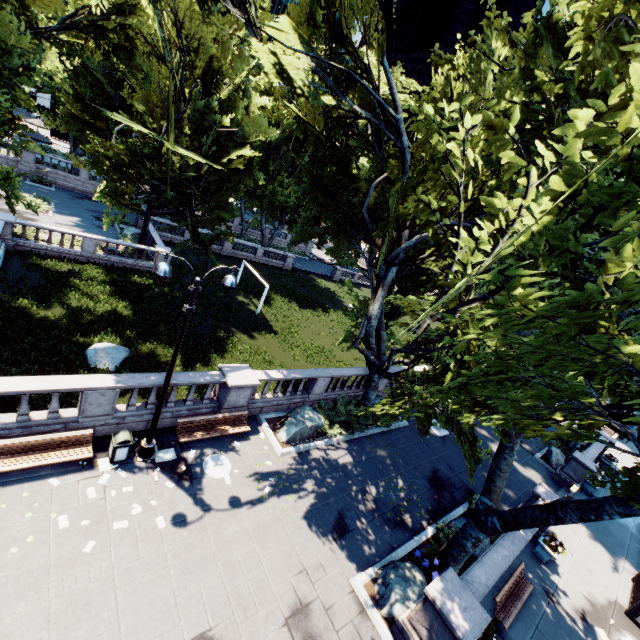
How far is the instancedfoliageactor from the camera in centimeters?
1138cm

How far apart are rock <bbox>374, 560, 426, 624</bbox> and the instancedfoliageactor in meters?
8.0

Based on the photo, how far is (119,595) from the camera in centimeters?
785cm

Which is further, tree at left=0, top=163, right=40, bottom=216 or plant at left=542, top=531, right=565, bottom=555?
tree at left=0, top=163, right=40, bottom=216

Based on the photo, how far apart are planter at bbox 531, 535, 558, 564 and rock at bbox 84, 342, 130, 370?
21.9 meters

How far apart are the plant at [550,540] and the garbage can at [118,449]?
17.8m

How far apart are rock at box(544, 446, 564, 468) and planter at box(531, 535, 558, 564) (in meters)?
10.66

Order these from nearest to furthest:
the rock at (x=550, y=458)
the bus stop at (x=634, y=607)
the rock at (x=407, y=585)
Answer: the rock at (x=407, y=585)
the bus stop at (x=634, y=607)
the rock at (x=550, y=458)
